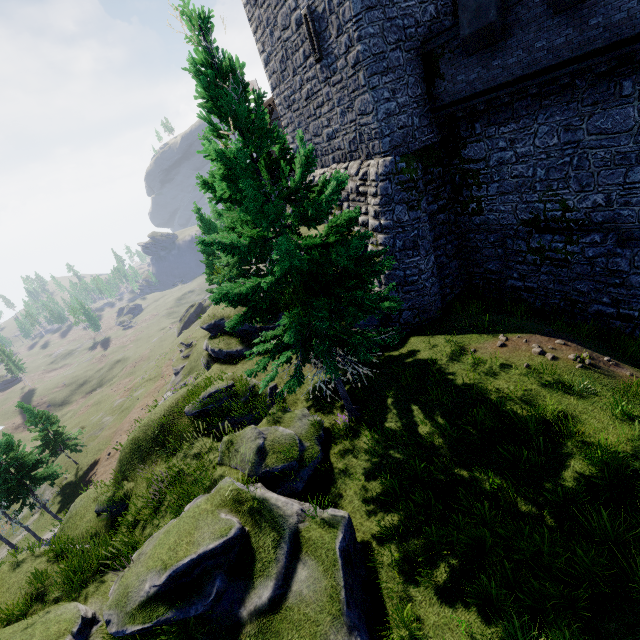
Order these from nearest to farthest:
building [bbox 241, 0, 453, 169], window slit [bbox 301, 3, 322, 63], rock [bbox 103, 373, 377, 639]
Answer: rock [bbox 103, 373, 377, 639], building [bbox 241, 0, 453, 169], window slit [bbox 301, 3, 322, 63]

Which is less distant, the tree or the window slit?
the tree

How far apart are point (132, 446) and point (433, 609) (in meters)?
14.46

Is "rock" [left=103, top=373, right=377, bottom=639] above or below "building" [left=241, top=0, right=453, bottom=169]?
below

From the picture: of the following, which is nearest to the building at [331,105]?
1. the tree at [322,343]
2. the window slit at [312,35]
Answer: the window slit at [312,35]

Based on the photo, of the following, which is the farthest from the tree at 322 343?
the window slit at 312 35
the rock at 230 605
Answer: the window slit at 312 35

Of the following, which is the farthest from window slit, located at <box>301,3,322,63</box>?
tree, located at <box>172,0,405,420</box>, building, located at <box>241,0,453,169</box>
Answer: tree, located at <box>172,0,405,420</box>

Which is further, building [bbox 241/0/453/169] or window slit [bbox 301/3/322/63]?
window slit [bbox 301/3/322/63]
